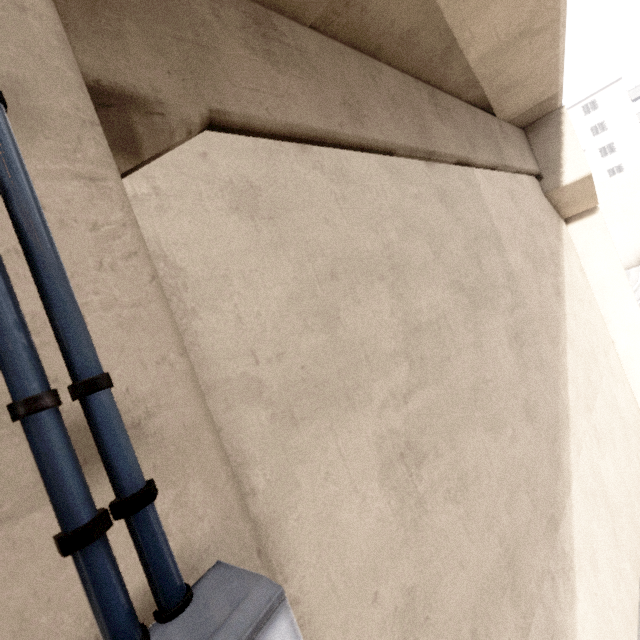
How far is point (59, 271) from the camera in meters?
0.9

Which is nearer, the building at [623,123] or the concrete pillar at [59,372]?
the concrete pillar at [59,372]

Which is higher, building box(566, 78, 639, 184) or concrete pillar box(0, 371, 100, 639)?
building box(566, 78, 639, 184)

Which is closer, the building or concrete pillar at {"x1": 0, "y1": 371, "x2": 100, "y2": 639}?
concrete pillar at {"x1": 0, "y1": 371, "x2": 100, "y2": 639}
